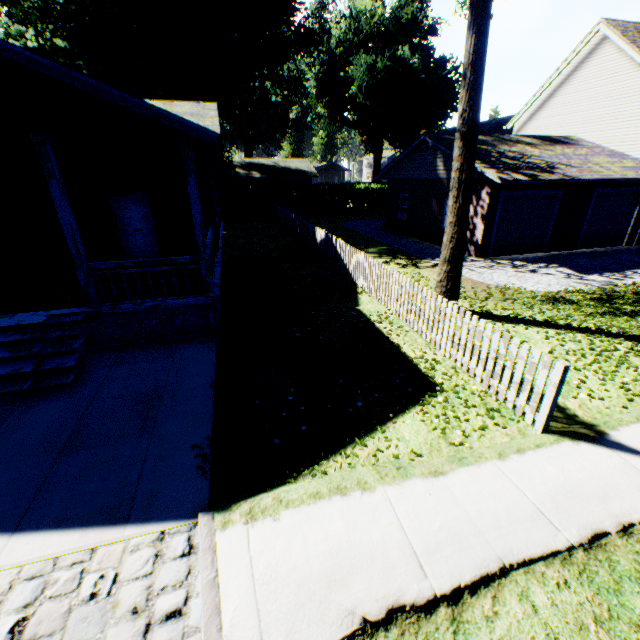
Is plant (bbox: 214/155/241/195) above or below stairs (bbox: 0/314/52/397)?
above

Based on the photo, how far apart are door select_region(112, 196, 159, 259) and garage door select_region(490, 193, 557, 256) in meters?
14.4

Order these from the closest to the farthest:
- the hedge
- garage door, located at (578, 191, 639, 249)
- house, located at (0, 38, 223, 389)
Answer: house, located at (0, 38, 223, 389) < garage door, located at (578, 191, 639, 249) < the hedge

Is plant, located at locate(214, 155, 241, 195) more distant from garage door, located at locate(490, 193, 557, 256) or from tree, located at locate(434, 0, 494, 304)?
garage door, located at locate(490, 193, 557, 256)

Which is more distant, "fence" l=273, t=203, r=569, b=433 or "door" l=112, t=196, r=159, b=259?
"door" l=112, t=196, r=159, b=259

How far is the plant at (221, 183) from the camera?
32.2m

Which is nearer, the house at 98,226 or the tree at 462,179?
the house at 98,226

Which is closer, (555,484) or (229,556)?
(229,556)
